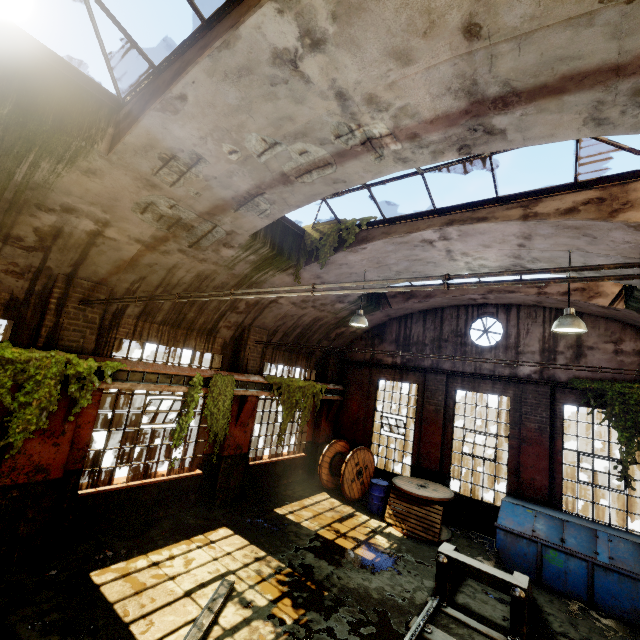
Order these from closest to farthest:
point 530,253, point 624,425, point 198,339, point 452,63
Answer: point 452,63 → point 530,253 → point 624,425 → point 198,339

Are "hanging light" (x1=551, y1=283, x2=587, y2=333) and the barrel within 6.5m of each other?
no

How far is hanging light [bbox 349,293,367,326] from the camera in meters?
8.8

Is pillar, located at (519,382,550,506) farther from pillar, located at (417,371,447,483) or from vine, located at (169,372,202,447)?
vine, located at (169,372,202,447)

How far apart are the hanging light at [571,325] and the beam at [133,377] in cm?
841

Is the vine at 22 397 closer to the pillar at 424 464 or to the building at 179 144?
the building at 179 144

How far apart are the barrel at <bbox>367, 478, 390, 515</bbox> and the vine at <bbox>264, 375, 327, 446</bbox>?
2.96m

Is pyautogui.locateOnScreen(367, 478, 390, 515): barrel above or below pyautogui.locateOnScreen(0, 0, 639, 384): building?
below
